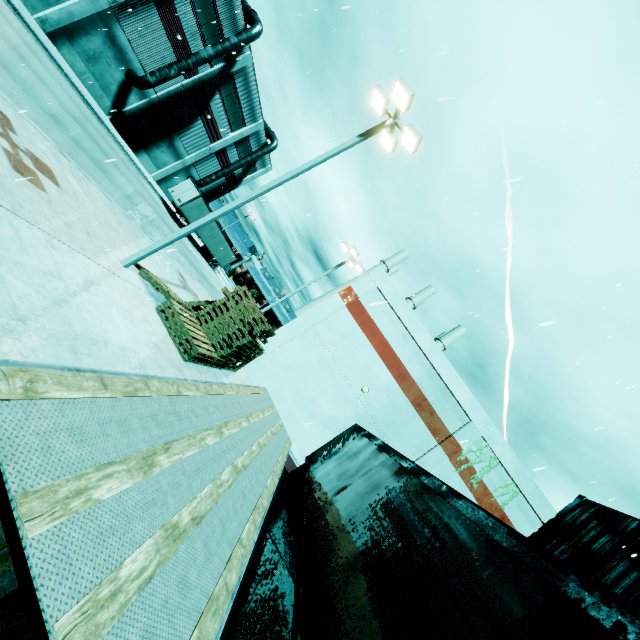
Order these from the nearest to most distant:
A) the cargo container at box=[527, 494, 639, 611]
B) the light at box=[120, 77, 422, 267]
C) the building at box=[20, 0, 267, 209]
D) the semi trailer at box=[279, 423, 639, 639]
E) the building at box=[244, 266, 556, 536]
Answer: the semi trailer at box=[279, 423, 639, 639] → the cargo container at box=[527, 494, 639, 611] → the light at box=[120, 77, 422, 267] → the building at box=[244, 266, 556, 536] → the building at box=[20, 0, 267, 209]

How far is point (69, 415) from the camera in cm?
196

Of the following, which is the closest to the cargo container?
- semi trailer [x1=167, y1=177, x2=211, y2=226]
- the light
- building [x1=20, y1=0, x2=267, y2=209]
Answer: semi trailer [x1=167, y1=177, x2=211, y2=226]

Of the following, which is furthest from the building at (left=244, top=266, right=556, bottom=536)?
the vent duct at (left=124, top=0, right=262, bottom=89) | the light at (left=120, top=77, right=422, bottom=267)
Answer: the light at (left=120, top=77, right=422, bottom=267)

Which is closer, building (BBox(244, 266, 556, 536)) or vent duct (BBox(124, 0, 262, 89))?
building (BBox(244, 266, 556, 536))

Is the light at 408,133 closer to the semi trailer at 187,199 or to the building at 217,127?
the semi trailer at 187,199

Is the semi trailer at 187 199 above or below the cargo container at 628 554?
below

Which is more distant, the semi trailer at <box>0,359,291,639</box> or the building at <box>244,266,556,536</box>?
the building at <box>244,266,556,536</box>
